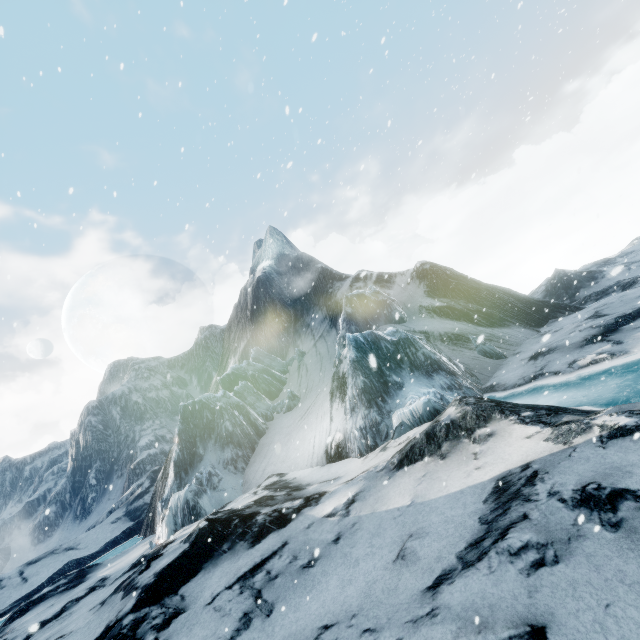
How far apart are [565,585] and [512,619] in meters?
0.7
